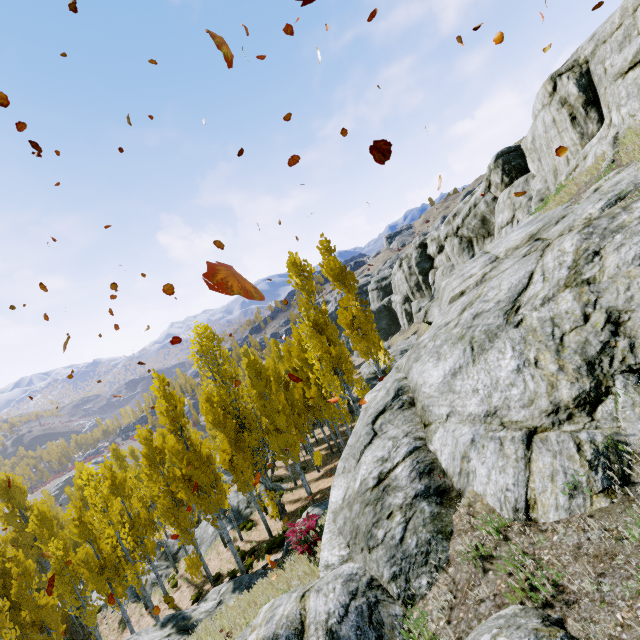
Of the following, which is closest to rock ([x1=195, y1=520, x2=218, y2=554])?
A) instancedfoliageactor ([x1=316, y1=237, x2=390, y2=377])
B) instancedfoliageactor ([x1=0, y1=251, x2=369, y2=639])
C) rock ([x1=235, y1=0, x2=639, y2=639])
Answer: instancedfoliageactor ([x1=0, y1=251, x2=369, y2=639])

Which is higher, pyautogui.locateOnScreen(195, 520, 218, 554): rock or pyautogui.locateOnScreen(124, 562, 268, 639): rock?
pyautogui.locateOnScreen(124, 562, 268, 639): rock

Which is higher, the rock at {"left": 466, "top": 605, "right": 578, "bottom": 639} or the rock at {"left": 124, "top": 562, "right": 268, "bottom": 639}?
the rock at {"left": 466, "top": 605, "right": 578, "bottom": 639}

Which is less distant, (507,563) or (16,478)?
(507,563)

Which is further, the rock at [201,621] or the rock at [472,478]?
the rock at [201,621]

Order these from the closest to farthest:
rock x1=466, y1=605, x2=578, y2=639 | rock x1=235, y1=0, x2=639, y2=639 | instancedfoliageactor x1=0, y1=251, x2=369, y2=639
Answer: rock x1=466, y1=605, x2=578, y2=639
rock x1=235, y1=0, x2=639, y2=639
instancedfoliageactor x1=0, y1=251, x2=369, y2=639

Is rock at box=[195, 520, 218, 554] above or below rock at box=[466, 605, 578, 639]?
below

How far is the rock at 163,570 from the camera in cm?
2461
